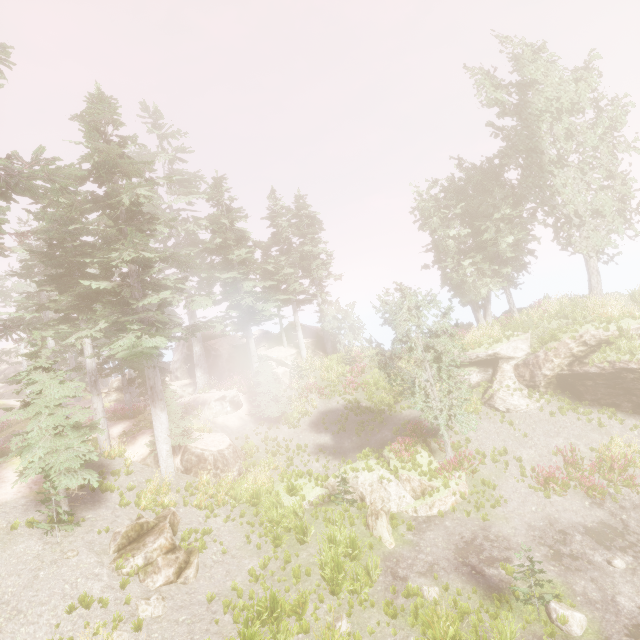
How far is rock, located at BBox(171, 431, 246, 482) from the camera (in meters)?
17.33

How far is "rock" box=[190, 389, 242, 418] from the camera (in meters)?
23.14

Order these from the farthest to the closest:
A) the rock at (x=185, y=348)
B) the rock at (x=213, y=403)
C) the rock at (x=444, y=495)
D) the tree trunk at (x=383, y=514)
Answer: the rock at (x=185, y=348)
the rock at (x=213, y=403)
the rock at (x=444, y=495)
the tree trunk at (x=383, y=514)

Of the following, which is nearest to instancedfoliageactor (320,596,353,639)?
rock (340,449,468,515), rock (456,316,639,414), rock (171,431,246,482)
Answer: rock (456,316,639,414)

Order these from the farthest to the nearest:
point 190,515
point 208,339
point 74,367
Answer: point 208,339 < point 74,367 < point 190,515

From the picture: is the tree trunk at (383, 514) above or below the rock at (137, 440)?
below

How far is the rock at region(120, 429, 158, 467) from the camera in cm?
1715

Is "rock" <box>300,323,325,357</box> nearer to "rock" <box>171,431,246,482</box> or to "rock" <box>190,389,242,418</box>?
"rock" <box>190,389,242,418</box>
